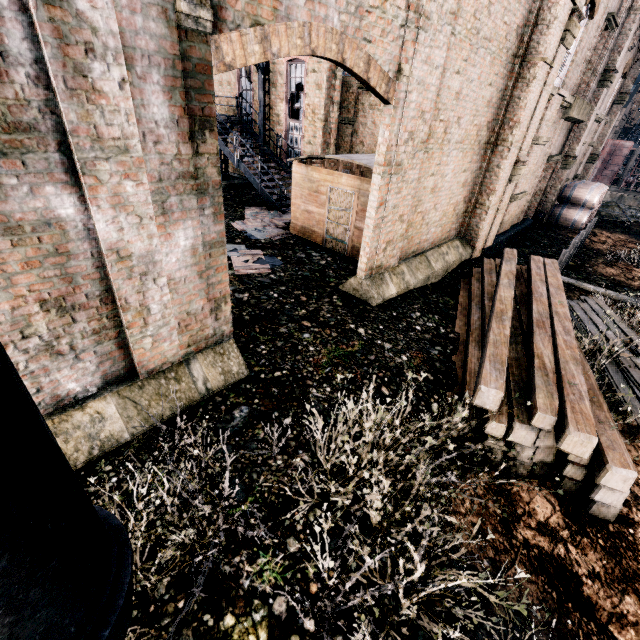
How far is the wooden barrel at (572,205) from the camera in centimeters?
2194cm

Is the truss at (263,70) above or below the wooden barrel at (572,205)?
above

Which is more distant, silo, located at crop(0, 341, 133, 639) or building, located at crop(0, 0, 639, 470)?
building, located at crop(0, 0, 639, 470)

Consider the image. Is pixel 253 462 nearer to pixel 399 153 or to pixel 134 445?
pixel 134 445

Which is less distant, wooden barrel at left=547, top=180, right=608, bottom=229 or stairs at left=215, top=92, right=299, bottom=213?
stairs at left=215, top=92, right=299, bottom=213

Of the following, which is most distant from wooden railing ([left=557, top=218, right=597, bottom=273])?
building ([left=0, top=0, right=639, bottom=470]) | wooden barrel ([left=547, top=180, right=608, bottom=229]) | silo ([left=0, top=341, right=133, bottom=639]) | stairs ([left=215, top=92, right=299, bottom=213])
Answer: silo ([left=0, top=341, right=133, bottom=639])

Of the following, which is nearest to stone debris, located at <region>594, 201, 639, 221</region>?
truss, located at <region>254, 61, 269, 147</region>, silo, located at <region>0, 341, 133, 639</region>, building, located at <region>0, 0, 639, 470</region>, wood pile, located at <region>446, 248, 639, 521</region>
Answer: building, located at <region>0, 0, 639, 470</region>

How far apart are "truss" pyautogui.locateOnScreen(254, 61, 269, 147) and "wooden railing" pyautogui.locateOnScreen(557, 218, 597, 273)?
16.5m
